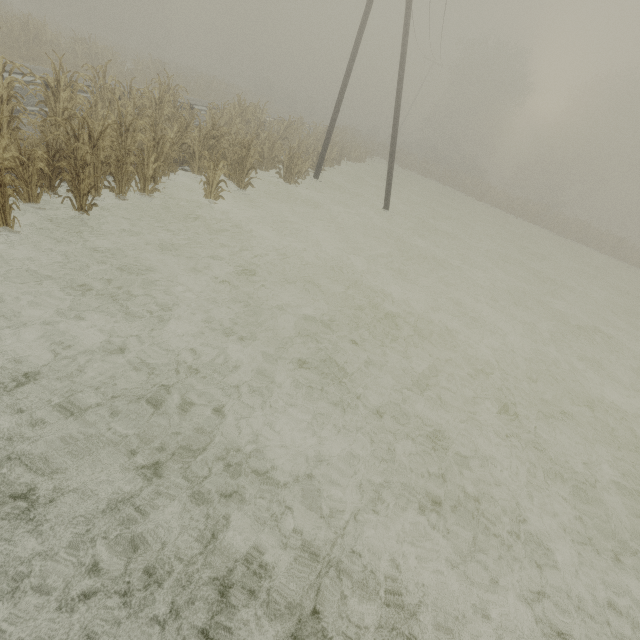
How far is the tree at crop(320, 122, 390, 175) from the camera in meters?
20.2

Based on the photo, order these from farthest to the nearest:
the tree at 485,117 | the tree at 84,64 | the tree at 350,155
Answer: the tree at 485,117 < the tree at 350,155 < the tree at 84,64

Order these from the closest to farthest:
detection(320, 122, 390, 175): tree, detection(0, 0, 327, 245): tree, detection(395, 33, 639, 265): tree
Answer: detection(0, 0, 327, 245): tree
detection(320, 122, 390, 175): tree
detection(395, 33, 639, 265): tree

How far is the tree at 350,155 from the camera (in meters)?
20.24

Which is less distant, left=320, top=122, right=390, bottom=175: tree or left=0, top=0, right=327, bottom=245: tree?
left=0, top=0, right=327, bottom=245: tree

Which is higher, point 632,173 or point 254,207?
point 632,173
